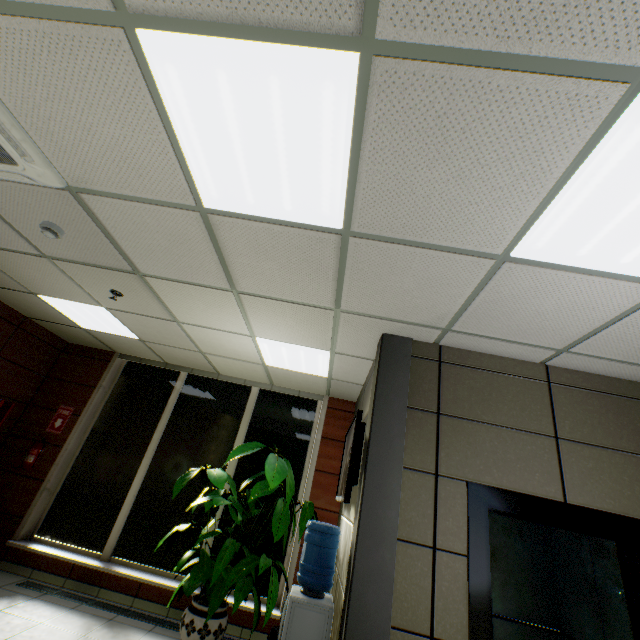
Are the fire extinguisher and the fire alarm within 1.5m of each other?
no

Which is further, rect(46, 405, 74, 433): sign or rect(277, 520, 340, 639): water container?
rect(46, 405, 74, 433): sign

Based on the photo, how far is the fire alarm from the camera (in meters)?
2.68

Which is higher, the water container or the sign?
the sign

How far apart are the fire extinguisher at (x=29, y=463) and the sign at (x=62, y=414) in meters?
0.2 m

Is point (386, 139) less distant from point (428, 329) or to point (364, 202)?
point (364, 202)

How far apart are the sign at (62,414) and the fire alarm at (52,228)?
4.0 meters

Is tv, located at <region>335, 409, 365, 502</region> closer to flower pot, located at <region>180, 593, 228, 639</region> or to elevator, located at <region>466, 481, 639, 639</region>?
elevator, located at <region>466, 481, 639, 639</region>
